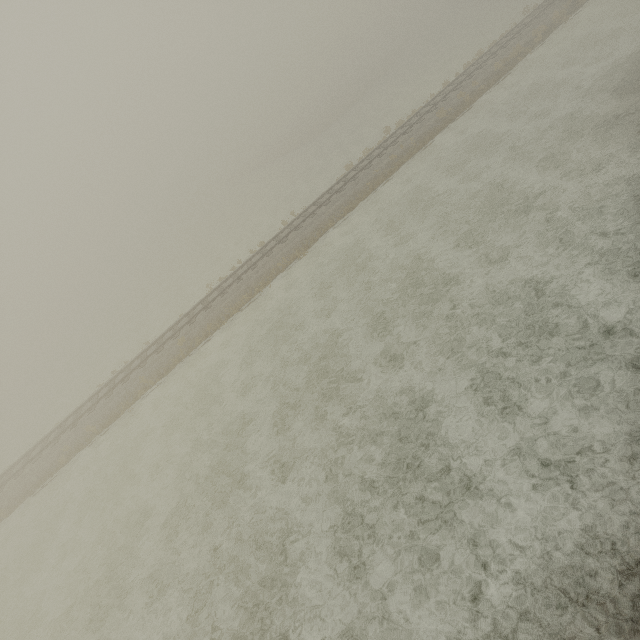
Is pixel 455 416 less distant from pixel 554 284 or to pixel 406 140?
pixel 554 284
